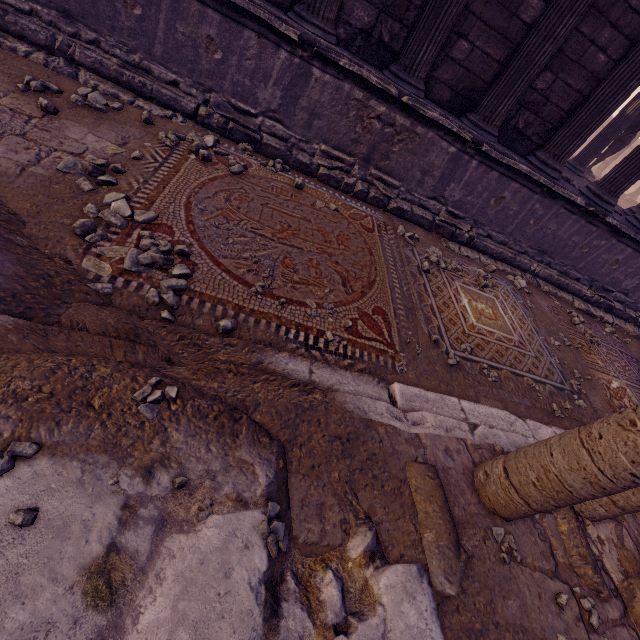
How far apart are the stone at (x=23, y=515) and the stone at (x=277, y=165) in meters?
4.1

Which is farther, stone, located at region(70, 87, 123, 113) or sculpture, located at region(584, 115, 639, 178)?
sculpture, located at region(584, 115, 639, 178)

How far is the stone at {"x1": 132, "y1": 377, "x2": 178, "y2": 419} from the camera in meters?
1.6 m

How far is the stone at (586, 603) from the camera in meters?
2.0

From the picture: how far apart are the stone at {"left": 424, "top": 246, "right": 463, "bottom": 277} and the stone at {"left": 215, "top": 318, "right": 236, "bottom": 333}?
3.4m

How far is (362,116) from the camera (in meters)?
4.57

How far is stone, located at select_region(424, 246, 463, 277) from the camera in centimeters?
485cm

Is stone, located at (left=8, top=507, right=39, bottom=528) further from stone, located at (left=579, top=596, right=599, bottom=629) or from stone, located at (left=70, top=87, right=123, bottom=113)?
stone, located at (left=70, top=87, right=123, bottom=113)
